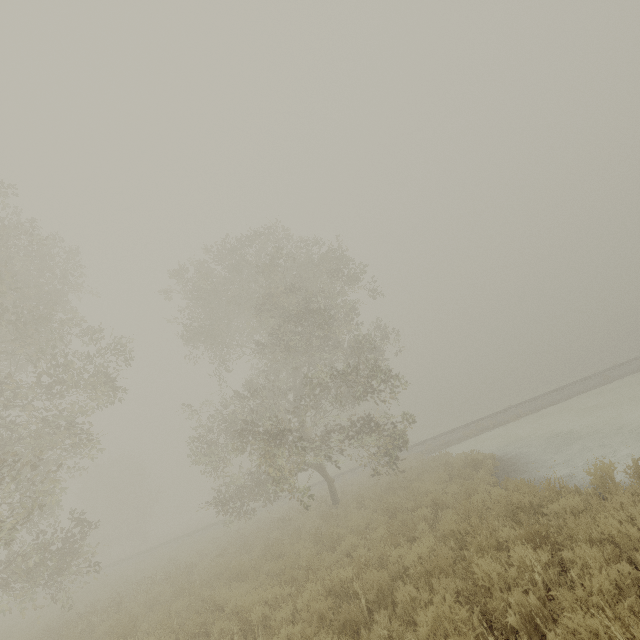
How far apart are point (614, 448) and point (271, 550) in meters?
12.6

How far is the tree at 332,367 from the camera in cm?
1420

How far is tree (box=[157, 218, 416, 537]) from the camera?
14.20m
